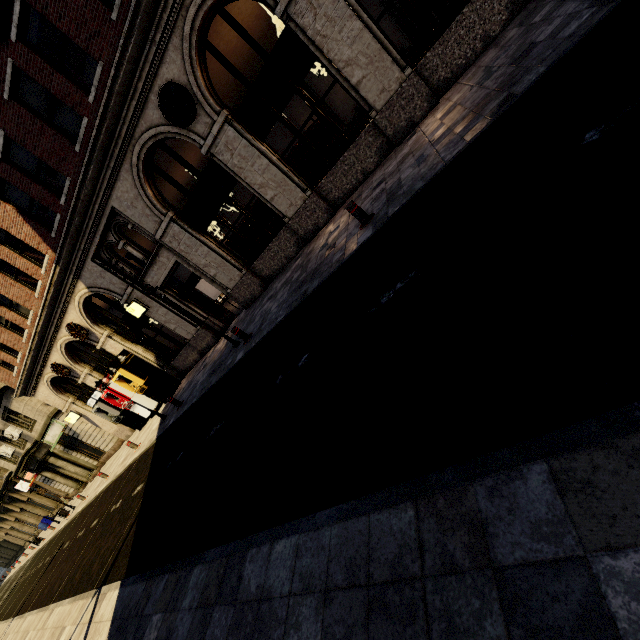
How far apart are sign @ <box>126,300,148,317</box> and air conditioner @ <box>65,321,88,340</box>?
3.71m

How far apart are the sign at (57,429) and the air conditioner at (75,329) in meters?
9.9 m

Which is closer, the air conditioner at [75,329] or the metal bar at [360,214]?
the metal bar at [360,214]

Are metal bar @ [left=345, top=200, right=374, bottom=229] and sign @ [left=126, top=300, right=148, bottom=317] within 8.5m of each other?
no

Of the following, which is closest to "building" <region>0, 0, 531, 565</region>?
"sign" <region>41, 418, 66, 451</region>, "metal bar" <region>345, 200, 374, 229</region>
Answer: "sign" <region>41, 418, 66, 451</region>

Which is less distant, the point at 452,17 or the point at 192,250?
the point at 192,250

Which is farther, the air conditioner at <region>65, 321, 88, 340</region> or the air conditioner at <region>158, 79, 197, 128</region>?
the air conditioner at <region>65, 321, 88, 340</region>

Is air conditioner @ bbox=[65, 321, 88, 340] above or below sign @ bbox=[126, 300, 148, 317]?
above
